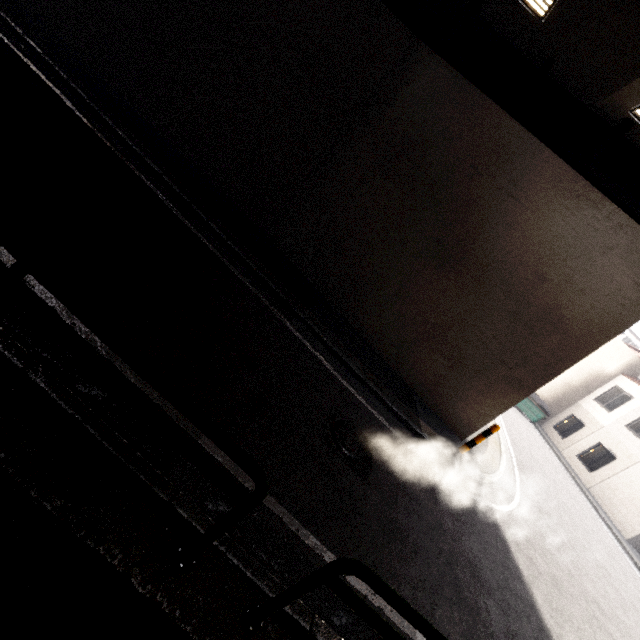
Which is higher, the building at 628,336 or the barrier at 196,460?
the building at 628,336

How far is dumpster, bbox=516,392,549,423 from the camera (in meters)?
20.27

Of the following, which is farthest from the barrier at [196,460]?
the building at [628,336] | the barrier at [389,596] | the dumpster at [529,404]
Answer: the building at [628,336]

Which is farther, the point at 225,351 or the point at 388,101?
the point at 388,101

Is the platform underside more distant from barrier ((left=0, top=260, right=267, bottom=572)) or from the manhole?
barrier ((left=0, top=260, right=267, bottom=572))

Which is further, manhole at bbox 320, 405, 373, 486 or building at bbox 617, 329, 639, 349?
building at bbox 617, 329, 639, 349

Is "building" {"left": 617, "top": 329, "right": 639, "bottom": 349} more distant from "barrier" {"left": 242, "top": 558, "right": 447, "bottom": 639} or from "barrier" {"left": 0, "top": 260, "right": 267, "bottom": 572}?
"barrier" {"left": 0, "top": 260, "right": 267, "bottom": 572}

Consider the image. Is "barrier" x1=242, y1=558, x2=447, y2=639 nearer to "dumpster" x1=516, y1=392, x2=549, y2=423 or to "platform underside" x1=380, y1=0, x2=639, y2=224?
"platform underside" x1=380, y1=0, x2=639, y2=224
